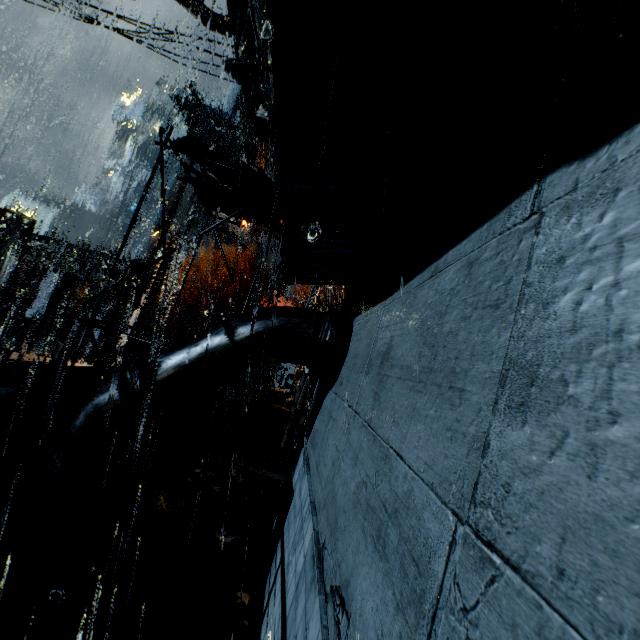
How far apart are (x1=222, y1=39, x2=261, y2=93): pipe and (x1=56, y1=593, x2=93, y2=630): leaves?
7.75m

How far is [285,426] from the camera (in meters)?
11.15

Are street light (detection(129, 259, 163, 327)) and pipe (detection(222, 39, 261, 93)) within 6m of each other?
no

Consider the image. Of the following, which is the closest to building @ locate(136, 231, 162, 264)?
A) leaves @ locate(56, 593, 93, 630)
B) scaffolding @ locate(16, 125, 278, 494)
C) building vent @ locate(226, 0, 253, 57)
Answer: building vent @ locate(226, 0, 253, 57)

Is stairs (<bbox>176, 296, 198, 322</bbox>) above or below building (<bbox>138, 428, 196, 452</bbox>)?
above

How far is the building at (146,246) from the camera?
49.0 meters

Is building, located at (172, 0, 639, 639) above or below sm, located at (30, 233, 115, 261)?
below

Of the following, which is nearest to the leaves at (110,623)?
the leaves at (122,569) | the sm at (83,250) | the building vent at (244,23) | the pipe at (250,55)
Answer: the leaves at (122,569)
